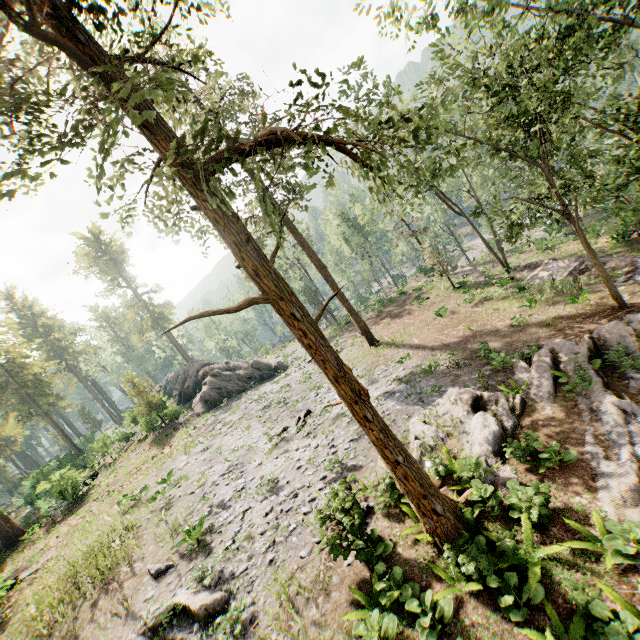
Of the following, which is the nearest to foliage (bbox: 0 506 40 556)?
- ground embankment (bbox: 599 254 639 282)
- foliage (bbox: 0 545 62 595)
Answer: ground embankment (bbox: 599 254 639 282)

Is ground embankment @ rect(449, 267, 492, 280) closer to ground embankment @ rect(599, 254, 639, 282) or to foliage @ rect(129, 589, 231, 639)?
foliage @ rect(129, 589, 231, 639)

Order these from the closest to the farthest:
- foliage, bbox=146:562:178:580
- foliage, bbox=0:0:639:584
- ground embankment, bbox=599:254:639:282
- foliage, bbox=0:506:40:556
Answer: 1. foliage, bbox=0:0:639:584
2. foliage, bbox=146:562:178:580
3. ground embankment, bbox=599:254:639:282
4. foliage, bbox=0:506:40:556

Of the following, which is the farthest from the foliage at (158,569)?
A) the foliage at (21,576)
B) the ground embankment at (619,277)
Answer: the foliage at (21,576)

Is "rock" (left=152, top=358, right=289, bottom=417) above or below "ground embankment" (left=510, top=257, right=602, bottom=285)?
above

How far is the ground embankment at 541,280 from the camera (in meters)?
20.75

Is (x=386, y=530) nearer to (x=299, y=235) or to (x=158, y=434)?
(x=299, y=235)

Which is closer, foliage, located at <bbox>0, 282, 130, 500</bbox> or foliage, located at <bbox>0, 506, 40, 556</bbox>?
foliage, located at <bbox>0, 506, 40, 556</bbox>
